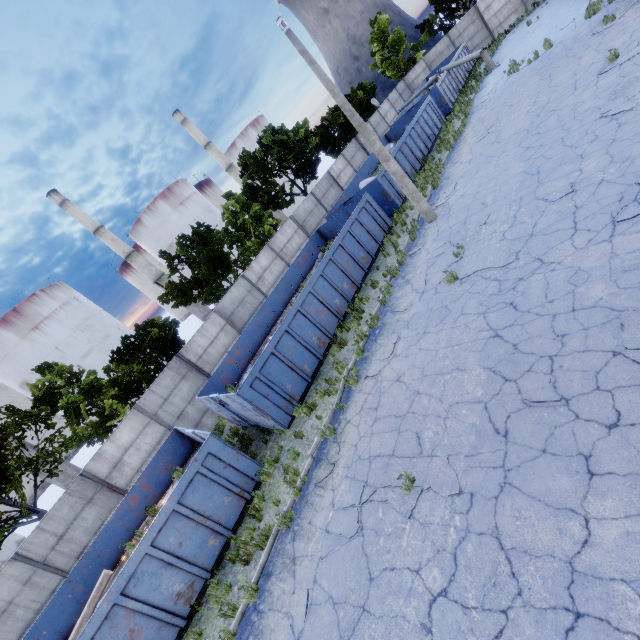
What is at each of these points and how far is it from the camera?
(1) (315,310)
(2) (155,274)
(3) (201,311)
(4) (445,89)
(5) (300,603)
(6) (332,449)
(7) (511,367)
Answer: (1) garbage container, 12.41m
(2) chimney, 45.59m
(3) chimney, 48.22m
(4) garbage container, 24.53m
(5) asphalt debris, 6.11m
(6) asphalt debris, 8.45m
(7) asphalt debris, 6.23m

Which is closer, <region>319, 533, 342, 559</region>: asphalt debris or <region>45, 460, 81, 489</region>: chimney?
<region>319, 533, 342, 559</region>: asphalt debris

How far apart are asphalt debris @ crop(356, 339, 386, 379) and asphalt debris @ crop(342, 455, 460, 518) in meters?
2.6

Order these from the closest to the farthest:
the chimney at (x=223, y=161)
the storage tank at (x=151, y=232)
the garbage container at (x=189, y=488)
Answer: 1. the garbage container at (x=189, y=488)
2. the storage tank at (x=151, y=232)
3. the chimney at (x=223, y=161)

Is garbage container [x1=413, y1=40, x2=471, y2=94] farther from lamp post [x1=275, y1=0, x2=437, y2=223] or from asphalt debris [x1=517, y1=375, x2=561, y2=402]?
asphalt debris [x1=517, y1=375, x2=561, y2=402]

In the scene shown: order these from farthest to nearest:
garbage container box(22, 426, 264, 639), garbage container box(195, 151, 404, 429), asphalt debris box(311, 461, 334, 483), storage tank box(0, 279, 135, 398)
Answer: storage tank box(0, 279, 135, 398) < garbage container box(195, 151, 404, 429) < asphalt debris box(311, 461, 334, 483) < garbage container box(22, 426, 264, 639)

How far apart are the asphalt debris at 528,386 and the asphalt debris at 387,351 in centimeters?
366cm

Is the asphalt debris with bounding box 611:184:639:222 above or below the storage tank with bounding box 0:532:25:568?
below
